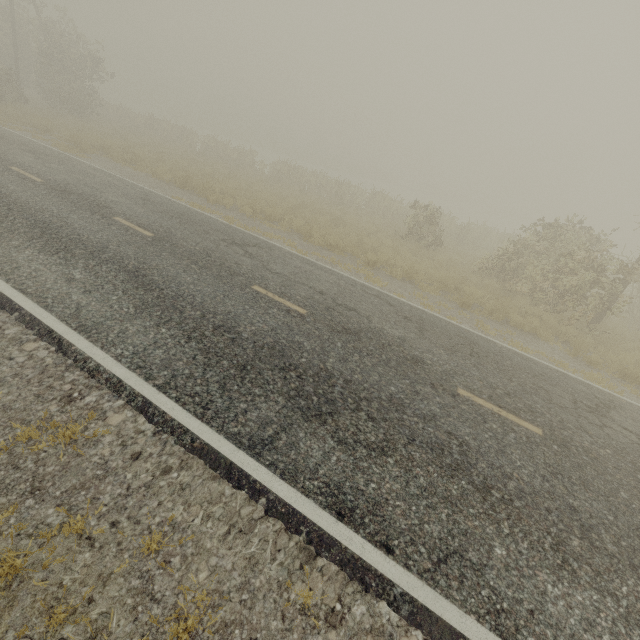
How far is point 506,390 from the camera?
6.56m
